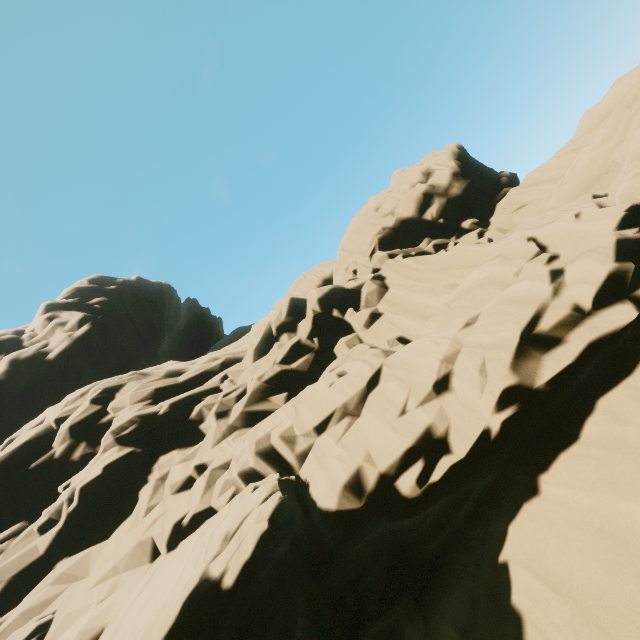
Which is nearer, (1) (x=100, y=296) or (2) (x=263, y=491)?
(2) (x=263, y=491)
